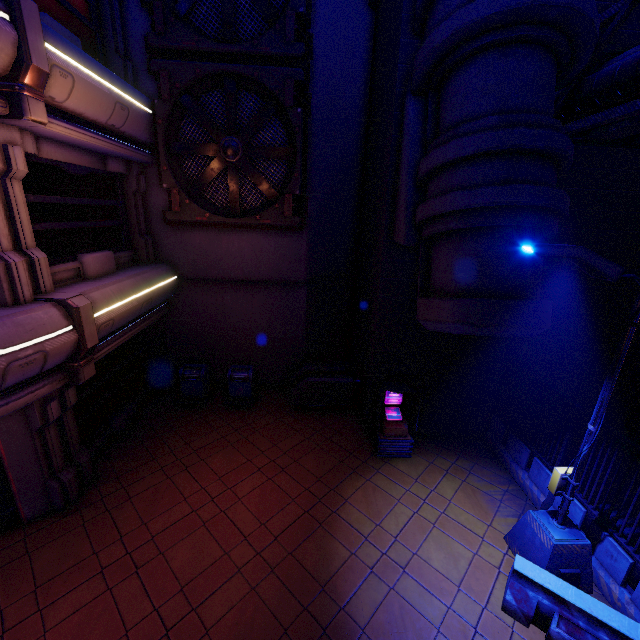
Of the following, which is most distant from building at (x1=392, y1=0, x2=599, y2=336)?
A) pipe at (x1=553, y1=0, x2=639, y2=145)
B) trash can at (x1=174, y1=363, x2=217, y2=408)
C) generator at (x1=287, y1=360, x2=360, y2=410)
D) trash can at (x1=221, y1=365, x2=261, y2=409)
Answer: trash can at (x1=174, y1=363, x2=217, y2=408)

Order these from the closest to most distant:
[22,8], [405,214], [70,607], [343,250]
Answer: [22,8] → [70,607] → [405,214] → [343,250]

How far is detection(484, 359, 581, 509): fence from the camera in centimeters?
711cm

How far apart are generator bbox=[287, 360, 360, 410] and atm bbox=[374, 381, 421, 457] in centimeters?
141cm

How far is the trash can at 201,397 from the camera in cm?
1090

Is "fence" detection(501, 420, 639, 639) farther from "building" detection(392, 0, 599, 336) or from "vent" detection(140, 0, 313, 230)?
"vent" detection(140, 0, 313, 230)

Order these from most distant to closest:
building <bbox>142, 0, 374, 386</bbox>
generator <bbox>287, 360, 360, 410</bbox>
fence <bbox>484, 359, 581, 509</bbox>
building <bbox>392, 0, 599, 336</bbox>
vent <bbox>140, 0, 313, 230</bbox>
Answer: generator <bbox>287, 360, 360, 410</bbox>
building <bbox>142, 0, 374, 386</bbox>
vent <bbox>140, 0, 313, 230</bbox>
fence <bbox>484, 359, 581, 509</bbox>
building <bbox>392, 0, 599, 336</bbox>

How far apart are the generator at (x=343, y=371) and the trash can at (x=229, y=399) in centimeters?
117cm
